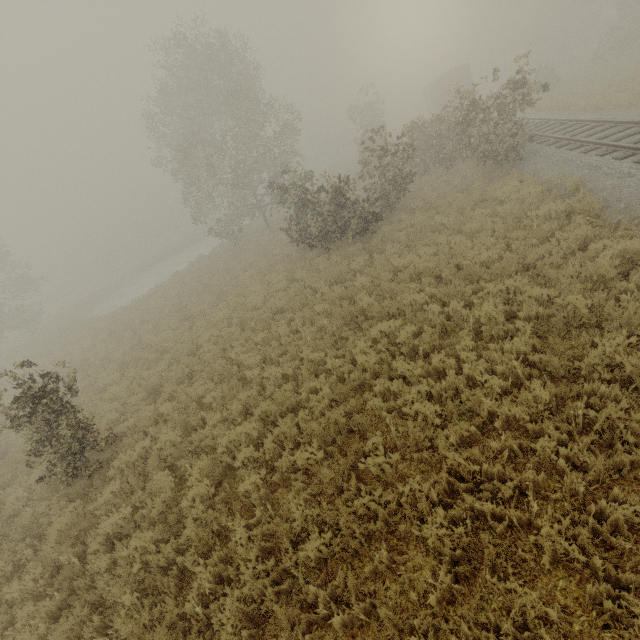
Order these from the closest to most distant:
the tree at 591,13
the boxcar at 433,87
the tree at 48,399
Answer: the tree at 48,399, the tree at 591,13, the boxcar at 433,87

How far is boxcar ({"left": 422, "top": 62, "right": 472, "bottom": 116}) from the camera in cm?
3347

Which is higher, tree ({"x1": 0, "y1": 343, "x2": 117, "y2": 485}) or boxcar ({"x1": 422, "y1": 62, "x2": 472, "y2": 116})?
boxcar ({"x1": 422, "y1": 62, "x2": 472, "y2": 116})

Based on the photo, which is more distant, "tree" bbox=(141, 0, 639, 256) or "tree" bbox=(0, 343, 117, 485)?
"tree" bbox=(141, 0, 639, 256)

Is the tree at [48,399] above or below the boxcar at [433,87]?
below

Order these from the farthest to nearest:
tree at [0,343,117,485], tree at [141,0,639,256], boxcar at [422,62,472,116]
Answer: boxcar at [422,62,472,116]
tree at [141,0,639,256]
tree at [0,343,117,485]

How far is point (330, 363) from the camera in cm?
812

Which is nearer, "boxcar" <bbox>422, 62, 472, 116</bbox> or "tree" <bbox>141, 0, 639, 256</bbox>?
"tree" <bbox>141, 0, 639, 256</bbox>
